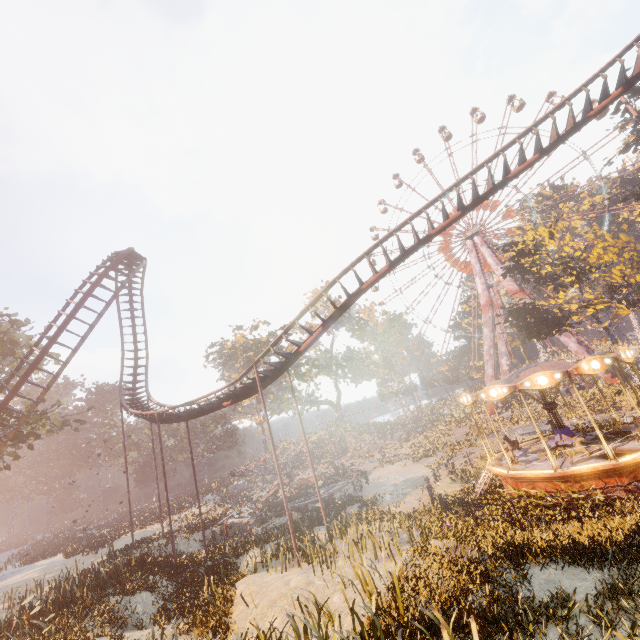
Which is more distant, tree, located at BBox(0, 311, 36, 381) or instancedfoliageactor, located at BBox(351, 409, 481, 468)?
instancedfoliageactor, located at BBox(351, 409, 481, 468)

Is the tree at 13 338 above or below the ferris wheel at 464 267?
below

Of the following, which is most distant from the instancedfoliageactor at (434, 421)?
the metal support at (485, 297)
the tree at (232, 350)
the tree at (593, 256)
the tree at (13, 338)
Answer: the tree at (13, 338)

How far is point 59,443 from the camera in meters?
59.1

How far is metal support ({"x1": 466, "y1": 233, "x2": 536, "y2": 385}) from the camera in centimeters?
4706cm

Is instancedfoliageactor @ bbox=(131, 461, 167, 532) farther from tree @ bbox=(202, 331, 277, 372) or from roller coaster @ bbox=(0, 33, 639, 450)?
tree @ bbox=(202, 331, 277, 372)

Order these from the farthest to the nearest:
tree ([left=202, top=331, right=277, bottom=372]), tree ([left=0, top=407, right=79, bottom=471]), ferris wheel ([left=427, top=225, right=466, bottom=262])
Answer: ferris wheel ([left=427, top=225, right=466, bottom=262])
tree ([left=202, top=331, right=277, bottom=372])
tree ([left=0, top=407, right=79, bottom=471])

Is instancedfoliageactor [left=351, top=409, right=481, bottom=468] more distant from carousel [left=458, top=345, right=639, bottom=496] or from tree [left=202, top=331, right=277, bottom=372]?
tree [left=202, top=331, right=277, bottom=372]
